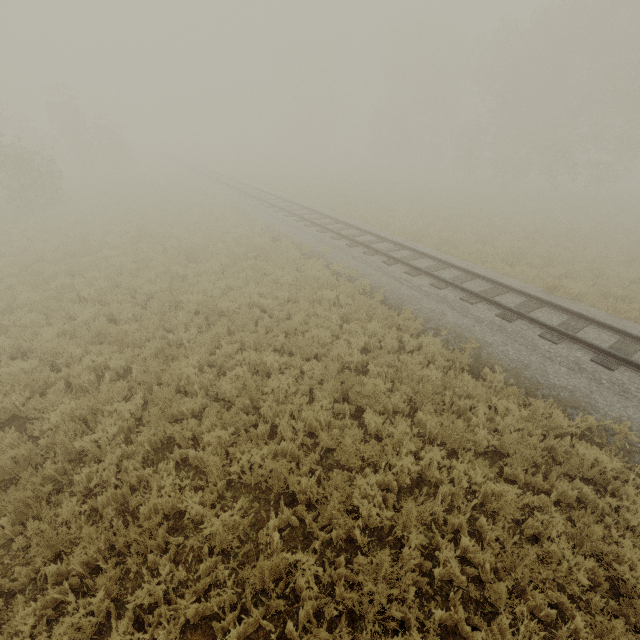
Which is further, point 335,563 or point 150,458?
point 150,458

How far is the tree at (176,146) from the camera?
52.9 meters

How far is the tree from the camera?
52.9 meters
